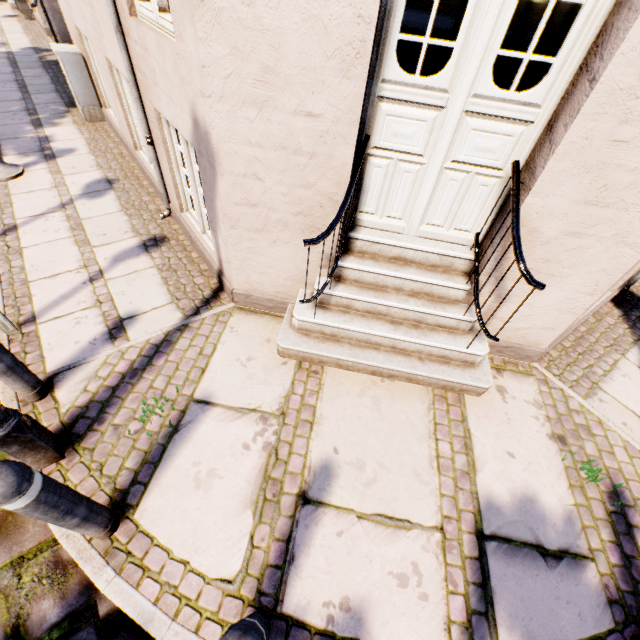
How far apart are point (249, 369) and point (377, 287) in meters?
1.4

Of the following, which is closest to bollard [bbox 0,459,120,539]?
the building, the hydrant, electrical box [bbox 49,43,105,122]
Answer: the building

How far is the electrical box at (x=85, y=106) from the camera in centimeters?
543cm

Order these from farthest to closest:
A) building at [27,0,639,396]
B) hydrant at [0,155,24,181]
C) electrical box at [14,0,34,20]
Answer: electrical box at [14,0,34,20] → hydrant at [0,155,24,181] → building at [27,0,639,396]

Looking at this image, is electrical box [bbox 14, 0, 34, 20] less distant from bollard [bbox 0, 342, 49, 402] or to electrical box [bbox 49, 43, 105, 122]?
electrical box [bbox 49, 43, 105, 122]

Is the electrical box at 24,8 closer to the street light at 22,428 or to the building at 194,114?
the building at 194,114

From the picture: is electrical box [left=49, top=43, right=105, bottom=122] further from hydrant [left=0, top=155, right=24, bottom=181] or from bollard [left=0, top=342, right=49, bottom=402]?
bollard [left=0, top=342, right=49, bottom=402]

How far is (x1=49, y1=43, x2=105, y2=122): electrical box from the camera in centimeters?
543cm
